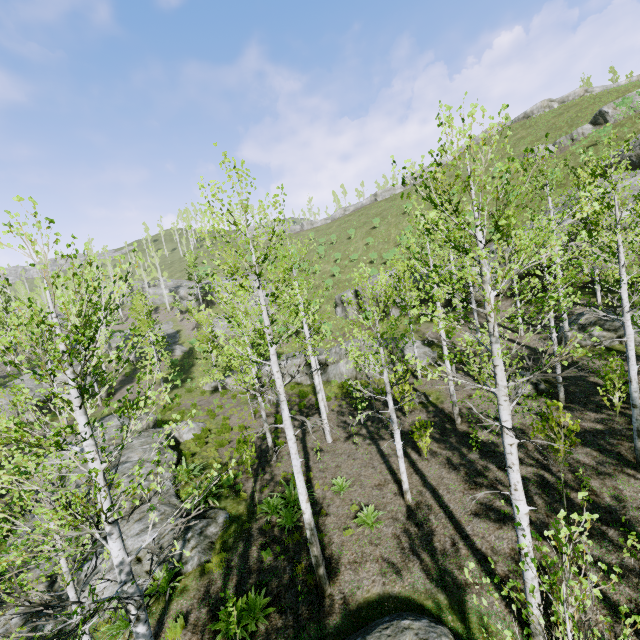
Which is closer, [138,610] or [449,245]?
[138,610]

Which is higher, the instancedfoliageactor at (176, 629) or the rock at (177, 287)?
the rock at (177, 287)

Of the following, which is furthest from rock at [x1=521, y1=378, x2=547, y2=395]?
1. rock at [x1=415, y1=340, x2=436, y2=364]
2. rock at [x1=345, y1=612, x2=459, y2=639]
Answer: rock at [x1=345, y1=612, x2=459, y2=639]

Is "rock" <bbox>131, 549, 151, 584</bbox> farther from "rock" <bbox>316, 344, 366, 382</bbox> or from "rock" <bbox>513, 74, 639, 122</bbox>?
"rock" <bbox>513, 74, 639, 122</bbox>

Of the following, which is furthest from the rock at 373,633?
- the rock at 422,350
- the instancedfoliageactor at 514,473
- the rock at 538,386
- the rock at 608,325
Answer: the rock at 608,325

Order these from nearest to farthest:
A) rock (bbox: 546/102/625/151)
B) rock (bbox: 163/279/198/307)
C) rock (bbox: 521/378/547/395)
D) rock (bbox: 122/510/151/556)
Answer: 1. rock (bbox: 122/510/151/556)
2. rock (bbox: 521/378/547/395)
3. rock (bbox: 546/102/625/151)
4. rock (bbox: 163/279/198/307)

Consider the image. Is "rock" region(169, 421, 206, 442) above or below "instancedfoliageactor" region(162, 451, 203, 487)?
below

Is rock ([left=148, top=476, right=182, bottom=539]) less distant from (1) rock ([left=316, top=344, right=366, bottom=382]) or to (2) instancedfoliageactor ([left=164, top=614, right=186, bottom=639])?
(2) instancedfoliageactor ([left=164, top=614, right=186, bottom=639])
